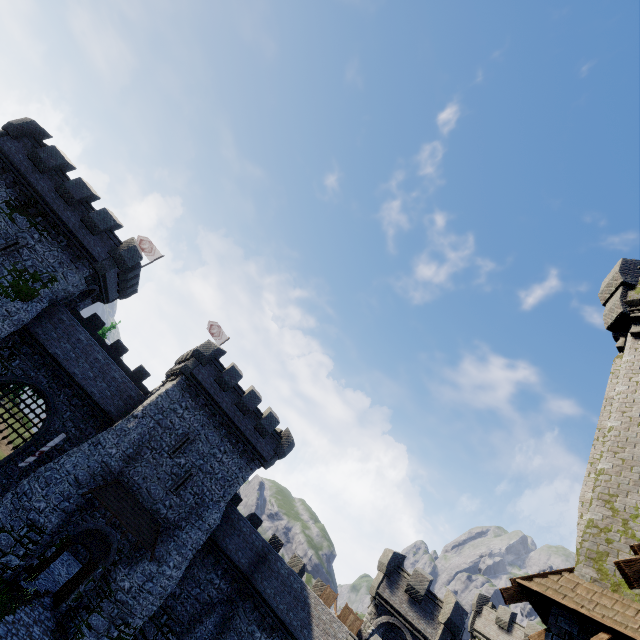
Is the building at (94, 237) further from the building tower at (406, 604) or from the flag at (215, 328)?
the building tower at (406, 604)

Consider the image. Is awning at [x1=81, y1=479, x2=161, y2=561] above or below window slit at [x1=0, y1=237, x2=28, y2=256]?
below

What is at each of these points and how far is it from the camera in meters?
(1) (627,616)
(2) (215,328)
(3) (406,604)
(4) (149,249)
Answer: (1) building, 6.1
(2) flag, 35.3
(3) building tower, 24.8
(4) flag, 33.5

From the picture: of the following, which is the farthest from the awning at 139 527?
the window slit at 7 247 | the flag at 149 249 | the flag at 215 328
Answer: the flag at 149 249

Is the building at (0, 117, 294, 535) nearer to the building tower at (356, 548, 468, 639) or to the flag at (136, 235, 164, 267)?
the flag at (136, 235, 164, 267)

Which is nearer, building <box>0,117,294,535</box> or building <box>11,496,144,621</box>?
building <box>11,496,144,621</box>

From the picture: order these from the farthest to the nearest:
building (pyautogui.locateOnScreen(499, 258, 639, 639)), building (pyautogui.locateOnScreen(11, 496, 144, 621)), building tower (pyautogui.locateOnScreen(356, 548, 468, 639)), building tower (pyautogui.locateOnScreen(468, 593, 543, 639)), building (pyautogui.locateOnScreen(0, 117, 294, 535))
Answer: building tower (pyautogui.locateOnScreen(468, 593, 543, 639)) → building tower (pyautogui.locateOnScreen(356, 548, 468, 639)) → building (pyautogui.locateOnScreen(0, 117, 294, 535)) → building (pyautogui.locateOnScreen(11, 496, 144, 621)) → building (pyautogui.locateOnScreen(499, 258, 639, 639))

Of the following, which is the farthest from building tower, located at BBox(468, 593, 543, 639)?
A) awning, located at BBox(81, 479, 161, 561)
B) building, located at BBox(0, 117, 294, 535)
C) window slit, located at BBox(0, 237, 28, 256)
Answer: window slit, located at BBox(0, 237, 28, 256)
